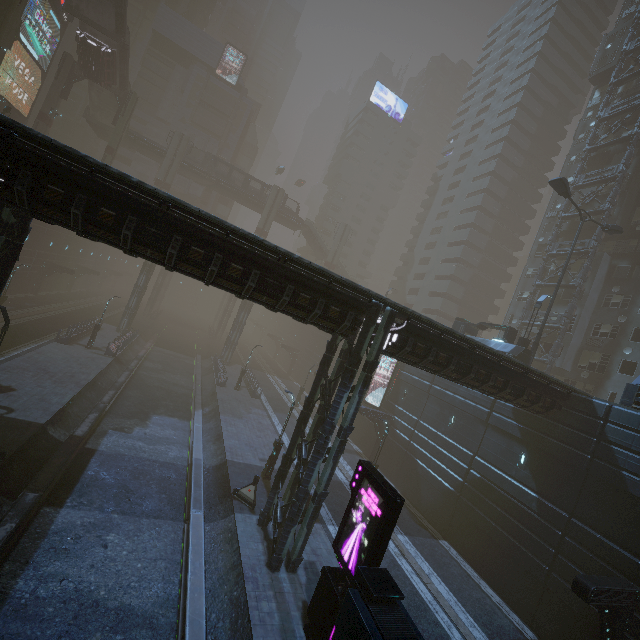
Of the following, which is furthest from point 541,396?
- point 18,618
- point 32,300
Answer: point 32,300

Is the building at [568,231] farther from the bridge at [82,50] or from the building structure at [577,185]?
the bridge at [82,50]

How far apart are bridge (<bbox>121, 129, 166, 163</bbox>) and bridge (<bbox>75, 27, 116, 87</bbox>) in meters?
7.8

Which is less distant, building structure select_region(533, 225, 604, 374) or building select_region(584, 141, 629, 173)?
building structure select_region(533, 225, 604, 374)

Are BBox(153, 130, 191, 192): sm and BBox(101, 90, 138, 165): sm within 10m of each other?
yes

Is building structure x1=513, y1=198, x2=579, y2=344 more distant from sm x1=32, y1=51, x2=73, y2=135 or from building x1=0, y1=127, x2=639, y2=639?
sm x1=32, y1=51, x2=73, y2=135

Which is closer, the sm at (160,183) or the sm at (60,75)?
the sm at (60,75)

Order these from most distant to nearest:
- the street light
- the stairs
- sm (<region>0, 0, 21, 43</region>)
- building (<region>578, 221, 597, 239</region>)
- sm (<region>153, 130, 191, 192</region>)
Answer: sm (<region>153, 130, 191, 192</region>), the stairs, building (<region>578, 221, 597, 239</region>), sm (<region>0, 0, 21, 43</region>), the street light
